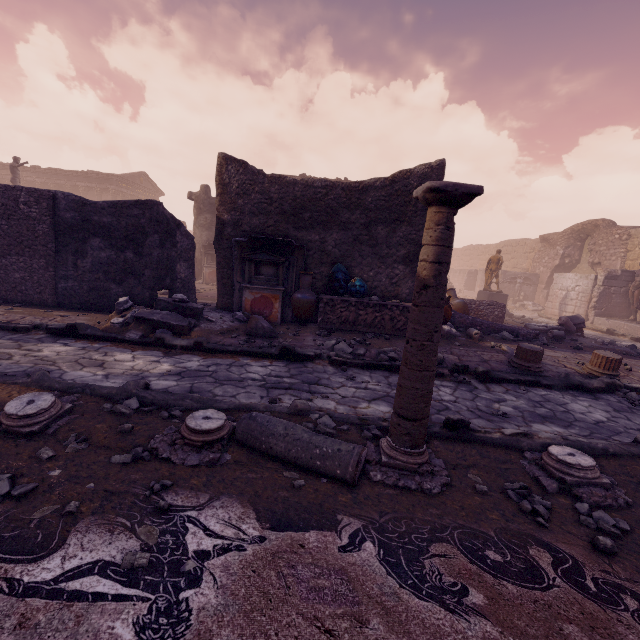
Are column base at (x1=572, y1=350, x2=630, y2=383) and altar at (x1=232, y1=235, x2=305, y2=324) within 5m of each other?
no

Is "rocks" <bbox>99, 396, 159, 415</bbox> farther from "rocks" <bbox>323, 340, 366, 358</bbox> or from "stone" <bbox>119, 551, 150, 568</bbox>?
"rocks" <bbox>323, 340, 366, 358</bbox>

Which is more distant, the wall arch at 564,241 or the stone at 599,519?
the wall arch at 564,241

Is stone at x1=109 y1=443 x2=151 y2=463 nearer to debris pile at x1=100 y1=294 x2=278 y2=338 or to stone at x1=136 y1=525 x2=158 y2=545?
stone at x1=136 y1=525 x2=158 y2=545

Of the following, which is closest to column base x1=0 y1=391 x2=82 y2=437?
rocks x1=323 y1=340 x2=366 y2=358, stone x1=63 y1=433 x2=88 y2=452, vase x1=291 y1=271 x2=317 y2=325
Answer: stone x1=63 y1=433 x2=88 y2=452

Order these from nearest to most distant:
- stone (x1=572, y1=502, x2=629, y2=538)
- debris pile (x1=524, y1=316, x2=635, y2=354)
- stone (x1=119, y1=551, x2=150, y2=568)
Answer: stone (x1=119, y1=551, x2=150, y2=568) → stone (x1=572, y1=502, x2=629, y2=538) → debris pile (x1=524, y1=316, x2=635, y2=354)

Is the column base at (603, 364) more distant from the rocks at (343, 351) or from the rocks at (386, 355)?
the rocks at (343, 351)

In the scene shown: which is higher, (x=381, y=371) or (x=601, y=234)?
(x=601, y=234)
